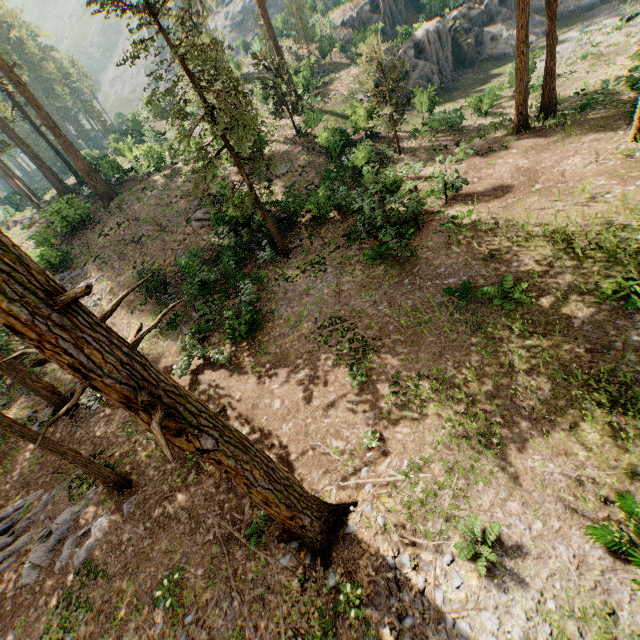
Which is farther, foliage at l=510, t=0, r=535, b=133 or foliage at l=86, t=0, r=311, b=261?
foliage at l=510, t=0, r=535, b=133

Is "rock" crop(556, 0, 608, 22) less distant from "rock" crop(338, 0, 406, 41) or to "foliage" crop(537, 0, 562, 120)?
"foliage" crop(537, 0, 562, 120)

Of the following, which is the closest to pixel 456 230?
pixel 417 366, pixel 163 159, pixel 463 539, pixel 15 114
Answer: pixel 417 366

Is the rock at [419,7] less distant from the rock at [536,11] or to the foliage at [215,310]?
the foliage at [215,310]

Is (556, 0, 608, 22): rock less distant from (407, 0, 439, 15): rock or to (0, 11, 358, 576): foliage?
(407, 0, 439, 15): rock
